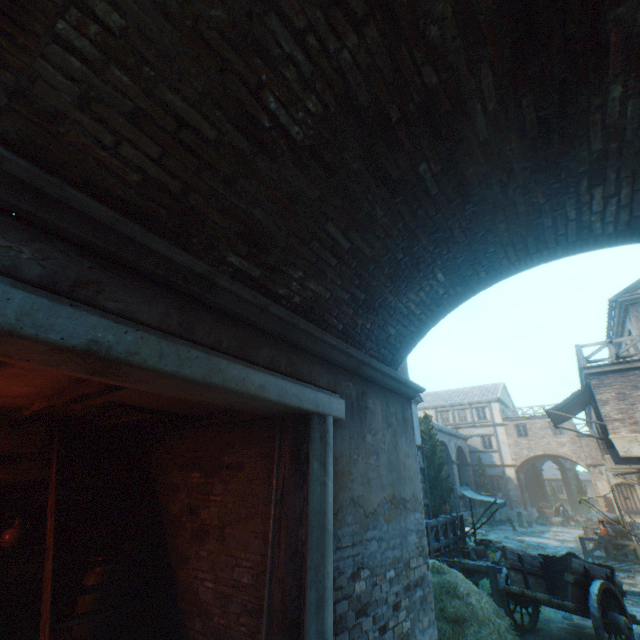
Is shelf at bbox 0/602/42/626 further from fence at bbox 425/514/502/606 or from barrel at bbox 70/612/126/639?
fence at bbox 425/514/502/606

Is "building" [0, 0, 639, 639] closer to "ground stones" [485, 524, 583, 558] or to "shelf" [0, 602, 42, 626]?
"shelf" [0, 602, 42, 626]

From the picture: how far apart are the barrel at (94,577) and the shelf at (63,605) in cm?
72

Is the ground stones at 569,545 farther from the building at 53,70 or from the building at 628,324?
the building at 628,324

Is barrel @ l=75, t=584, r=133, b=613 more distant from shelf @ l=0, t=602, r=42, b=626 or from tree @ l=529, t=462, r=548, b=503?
tree @ l=529, t=462, r=548, b=503

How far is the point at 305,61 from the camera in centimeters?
250cm

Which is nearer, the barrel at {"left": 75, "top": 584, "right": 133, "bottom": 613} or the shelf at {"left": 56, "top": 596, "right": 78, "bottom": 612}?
the barrel at {"left": 75, "top": 584, "right": 133, "bottom": 613}

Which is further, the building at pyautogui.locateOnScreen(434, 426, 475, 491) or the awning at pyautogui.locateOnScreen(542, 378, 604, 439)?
the building at pyautogui.locateOnScreen(434, 426, 475, 491)
